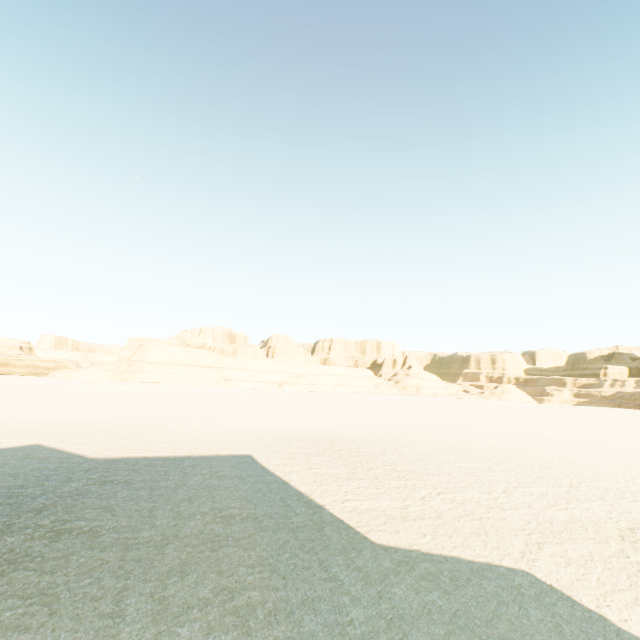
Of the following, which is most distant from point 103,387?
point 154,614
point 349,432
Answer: point 154,614
